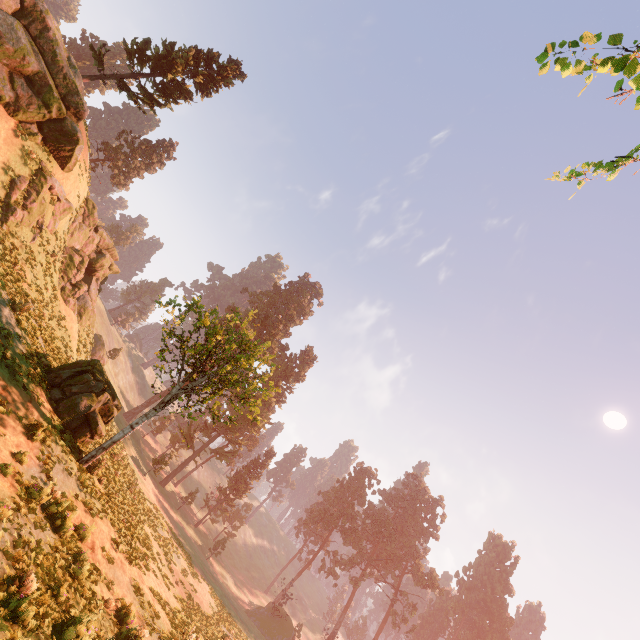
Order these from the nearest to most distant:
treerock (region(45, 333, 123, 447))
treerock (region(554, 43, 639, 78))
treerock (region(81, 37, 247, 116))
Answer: treerock (region(554, 43, 639, 78)) → treerock (region(45, 333, 123, 447)) → treerock (region(81, 37, 247, 116))

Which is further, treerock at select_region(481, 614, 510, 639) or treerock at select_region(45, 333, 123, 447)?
treerock at select_region(481, 614, 510, 639)

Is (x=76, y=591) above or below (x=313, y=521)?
below

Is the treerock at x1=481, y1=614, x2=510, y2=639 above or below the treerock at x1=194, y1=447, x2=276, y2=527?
above

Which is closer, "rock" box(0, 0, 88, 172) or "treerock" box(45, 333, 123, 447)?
"treerock" box(45, 333, 123, 447)

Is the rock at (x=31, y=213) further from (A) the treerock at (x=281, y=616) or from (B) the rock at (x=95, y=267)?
(A) the treerock at (x=281, y=616)

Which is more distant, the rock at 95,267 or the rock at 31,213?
the rock at 95,267
